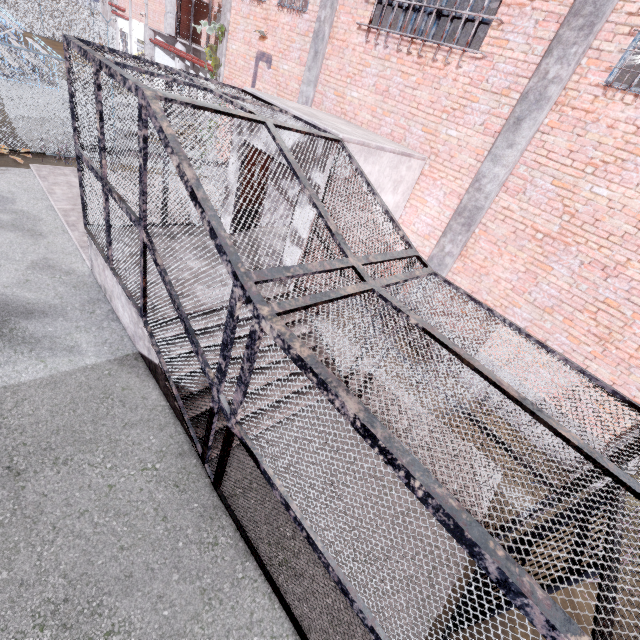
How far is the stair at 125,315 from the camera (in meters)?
4.91

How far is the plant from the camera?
11.5m

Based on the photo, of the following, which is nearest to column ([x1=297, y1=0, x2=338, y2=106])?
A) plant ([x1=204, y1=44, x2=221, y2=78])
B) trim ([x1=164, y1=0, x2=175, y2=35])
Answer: plant ([x1=204, y1=44, x2=221, y2=78])

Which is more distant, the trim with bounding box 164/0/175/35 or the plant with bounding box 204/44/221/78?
the trim with bounding box 164/0/175/35

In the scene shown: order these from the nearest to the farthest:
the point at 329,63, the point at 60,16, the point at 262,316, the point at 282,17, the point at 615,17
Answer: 1. the point at 262,316
2. the point at 615,17
3. the point at 329,63
4. the point at 282,17
5. the point at 60,16

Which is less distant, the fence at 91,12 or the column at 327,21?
the column at 327,21

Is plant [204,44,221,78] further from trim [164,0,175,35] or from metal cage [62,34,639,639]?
trim [164,0,175,35]

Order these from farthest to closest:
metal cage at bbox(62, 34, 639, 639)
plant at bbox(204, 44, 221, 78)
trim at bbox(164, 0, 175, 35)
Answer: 1. trim at bbox(164, 0, 175, 35)
2. plant at bbox(204, 44, 221, 78)
3. metal cage at bbox(62, 34, 639, 639)
